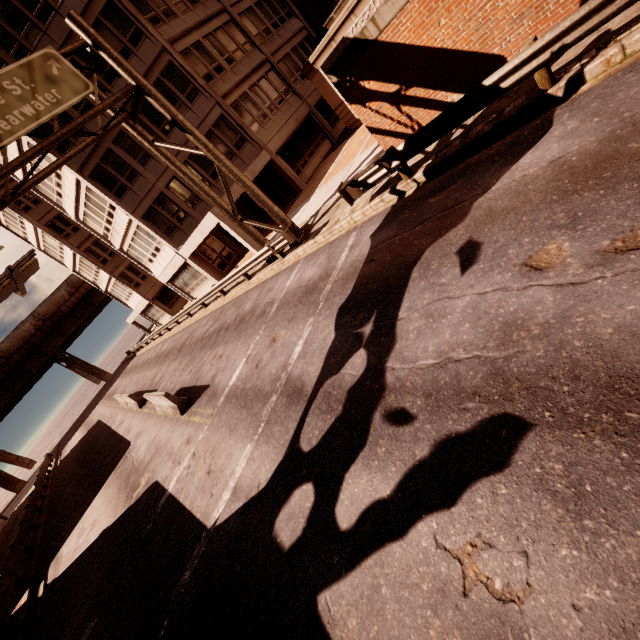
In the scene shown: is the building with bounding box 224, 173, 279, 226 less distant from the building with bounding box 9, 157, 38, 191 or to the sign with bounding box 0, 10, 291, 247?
the building with bounding box 9, 157, 38, 191

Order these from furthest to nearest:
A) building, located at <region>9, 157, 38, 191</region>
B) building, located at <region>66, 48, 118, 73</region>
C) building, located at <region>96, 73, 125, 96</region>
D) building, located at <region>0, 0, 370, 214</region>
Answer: building, located at <region>9, 157, 38, 191</region>
building, located at <region>96, 73, 125, 96</region>
building, located at <region>66, 48, 118, 73</region>
building, located at <region>0, 0, 370, 214</region>

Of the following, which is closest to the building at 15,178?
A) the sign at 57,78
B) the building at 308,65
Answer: the building at 308,65

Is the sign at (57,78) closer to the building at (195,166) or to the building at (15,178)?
the building at (195,166)

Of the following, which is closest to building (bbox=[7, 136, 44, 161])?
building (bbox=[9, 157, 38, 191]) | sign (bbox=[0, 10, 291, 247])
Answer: building (bbox=[9, 157, 38, 191])

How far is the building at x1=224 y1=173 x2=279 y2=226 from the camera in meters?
20.0

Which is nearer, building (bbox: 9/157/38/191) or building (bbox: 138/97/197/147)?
building (bbox: 138/97/197/147)

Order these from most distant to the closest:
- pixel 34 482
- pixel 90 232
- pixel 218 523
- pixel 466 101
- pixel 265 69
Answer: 1. pixel 34 482
2. pixel 90 232
3. pixel 265 69
4. pixel 466 101
5. pixel 218 523
